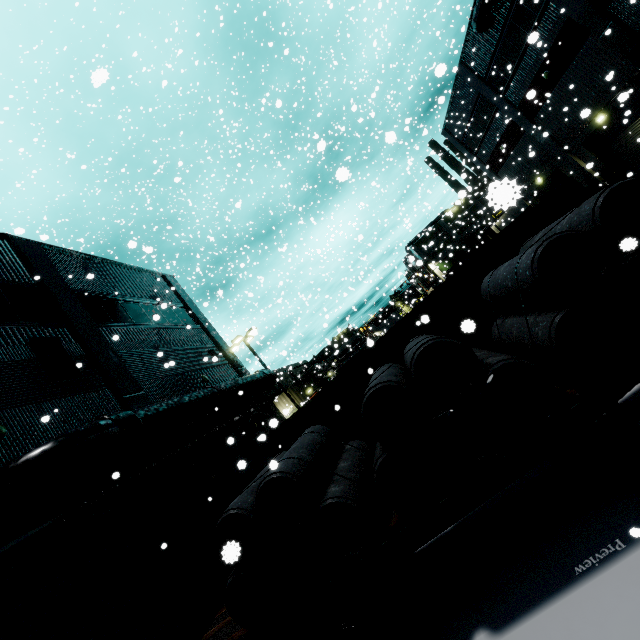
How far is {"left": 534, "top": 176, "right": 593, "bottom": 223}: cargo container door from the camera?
7.5 meters

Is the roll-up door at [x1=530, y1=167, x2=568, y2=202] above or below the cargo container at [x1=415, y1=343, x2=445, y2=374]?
above

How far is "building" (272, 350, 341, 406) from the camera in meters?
38.9 m

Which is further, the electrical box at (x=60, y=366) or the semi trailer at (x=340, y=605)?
the electrical box at (x=60, y=366)

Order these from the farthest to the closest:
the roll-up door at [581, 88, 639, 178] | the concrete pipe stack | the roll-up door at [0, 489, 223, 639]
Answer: the roll-up door at [581, 88, 639, 178], the roll-up door at [0, 489, 223, 639], the concrete pipe stack

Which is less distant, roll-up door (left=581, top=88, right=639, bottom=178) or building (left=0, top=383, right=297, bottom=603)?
Result: building (left=0, top=383, right=297, bottom=603)

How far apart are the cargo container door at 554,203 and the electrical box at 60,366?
13.7 meters

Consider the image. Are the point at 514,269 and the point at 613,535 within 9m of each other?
yes
